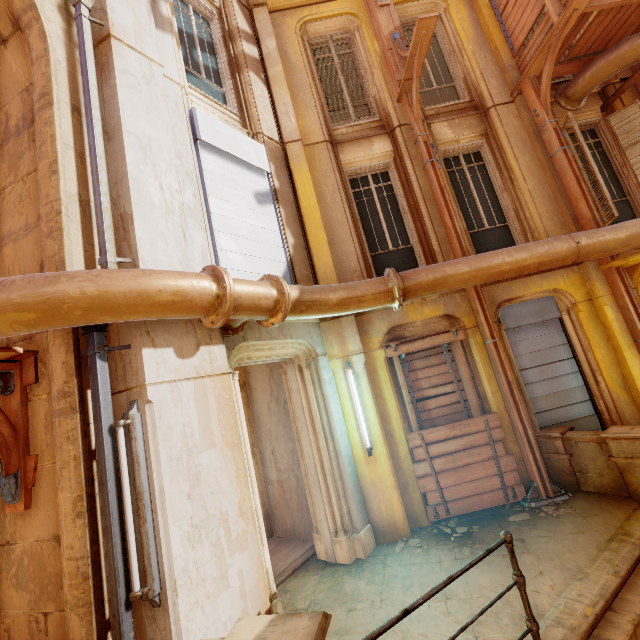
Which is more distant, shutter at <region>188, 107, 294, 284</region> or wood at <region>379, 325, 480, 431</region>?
wood at <region>379, 325, 480, 431</region>

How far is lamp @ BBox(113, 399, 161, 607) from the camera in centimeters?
281cm

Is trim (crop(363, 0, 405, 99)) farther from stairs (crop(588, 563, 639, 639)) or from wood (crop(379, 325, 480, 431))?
stairs (crop(588, 563, 639, 639))

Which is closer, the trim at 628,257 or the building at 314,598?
the building at 314,598

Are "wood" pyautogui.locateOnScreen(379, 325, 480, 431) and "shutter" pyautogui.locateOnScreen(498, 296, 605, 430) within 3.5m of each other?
yes

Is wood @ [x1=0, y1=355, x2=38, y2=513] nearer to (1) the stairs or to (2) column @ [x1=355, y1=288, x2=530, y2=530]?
(2) column @ [x1=355, y1=288, x2=530, y2=530]

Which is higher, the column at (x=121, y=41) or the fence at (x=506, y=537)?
the column at (x=121, y=41)

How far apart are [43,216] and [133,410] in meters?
2.4 m
